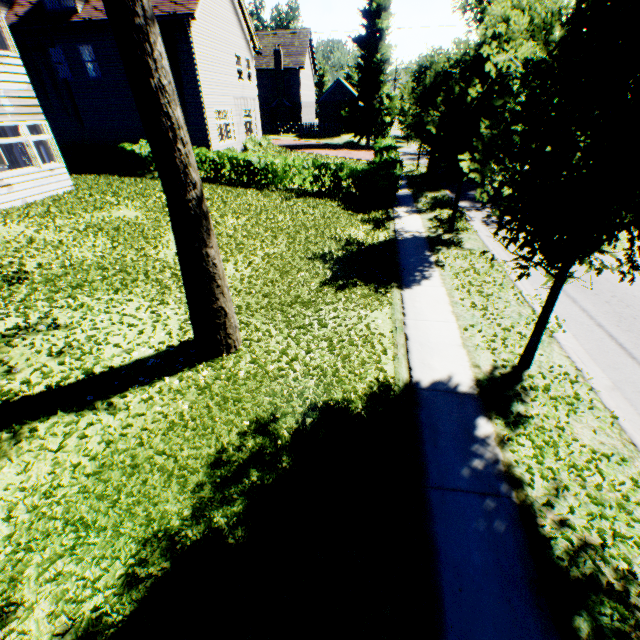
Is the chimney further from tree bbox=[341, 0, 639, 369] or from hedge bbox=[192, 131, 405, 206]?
hedge bbox=[192, 131, 405, 206]

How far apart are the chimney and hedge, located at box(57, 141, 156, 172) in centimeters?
3017cm

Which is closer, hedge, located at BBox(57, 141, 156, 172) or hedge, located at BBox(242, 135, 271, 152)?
hedge, located at BBox(57, 141, 156, 172)

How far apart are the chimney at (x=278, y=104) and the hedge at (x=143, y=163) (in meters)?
30.17

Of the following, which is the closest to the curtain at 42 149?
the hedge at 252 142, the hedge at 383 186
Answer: the hedge at 383 186

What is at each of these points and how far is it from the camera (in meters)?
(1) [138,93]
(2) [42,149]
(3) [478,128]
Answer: (1) tree, 3.98
(2) curtain, 12.66
(3) tree, 9.75

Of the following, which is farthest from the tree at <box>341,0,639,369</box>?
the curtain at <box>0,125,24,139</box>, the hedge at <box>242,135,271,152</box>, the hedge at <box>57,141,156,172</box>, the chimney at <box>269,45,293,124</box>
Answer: the hedge at <box>57,141,156,172</box>

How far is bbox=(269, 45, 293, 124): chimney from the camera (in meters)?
39.17
